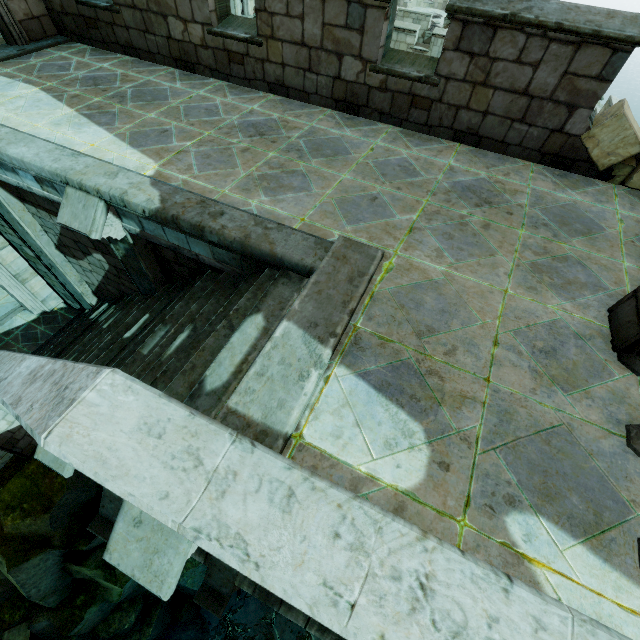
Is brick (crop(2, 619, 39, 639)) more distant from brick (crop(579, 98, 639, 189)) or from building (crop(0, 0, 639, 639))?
brick (crop(579, 98, 639, 189))

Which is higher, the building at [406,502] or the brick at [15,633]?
the building at [406,502]

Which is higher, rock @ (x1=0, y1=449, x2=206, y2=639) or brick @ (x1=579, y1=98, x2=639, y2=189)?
brick @ (x1=579, y1=98, x2=639, y2=189)

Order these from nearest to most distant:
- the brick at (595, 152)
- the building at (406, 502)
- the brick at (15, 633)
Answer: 1. the building at (406, 502)
2. the brick at (595, 152)
3. the brick at (15, 633)

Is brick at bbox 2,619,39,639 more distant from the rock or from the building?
the building

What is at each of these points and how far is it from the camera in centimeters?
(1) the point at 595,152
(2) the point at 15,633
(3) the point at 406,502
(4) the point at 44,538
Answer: (1) brick, 476cm
(2) brick, 1088cm
(3) building, 228cm
(4) rock, 959cm

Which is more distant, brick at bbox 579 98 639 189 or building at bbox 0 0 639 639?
brick at bbox 579 98 639 189

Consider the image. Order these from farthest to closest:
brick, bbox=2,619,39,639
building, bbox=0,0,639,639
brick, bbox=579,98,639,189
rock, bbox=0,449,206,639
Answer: brick, bbox=2,619,39,639 → rock, bbox=0,449,206,639 → brick, bbox=579,98,639,189 → building, bbox=0,0,639,639
